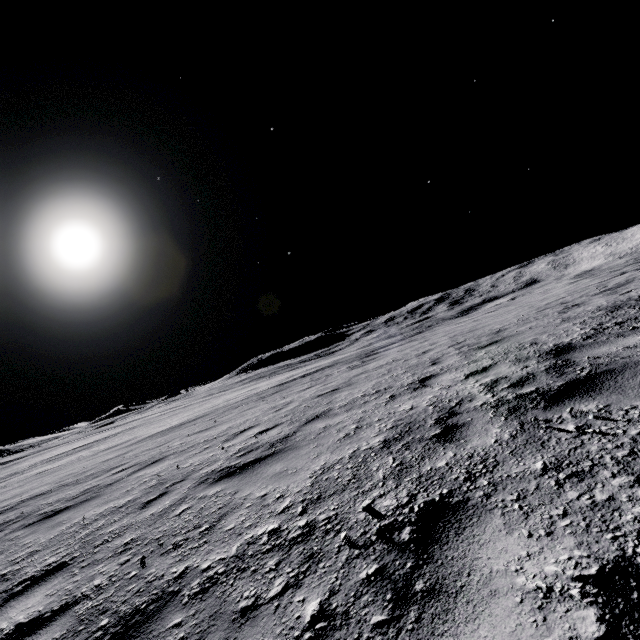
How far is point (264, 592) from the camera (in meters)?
2.03
